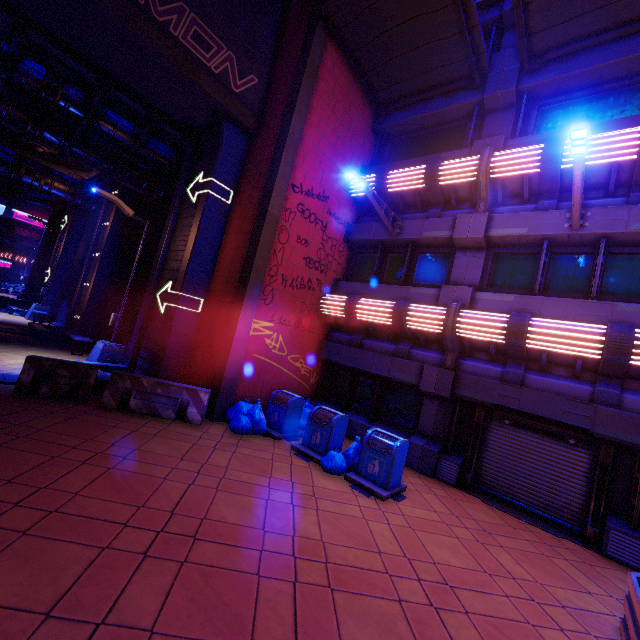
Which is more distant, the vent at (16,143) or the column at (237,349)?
the vent at (16,143)

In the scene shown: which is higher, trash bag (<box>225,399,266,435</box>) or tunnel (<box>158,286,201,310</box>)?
tunnel (<box>158,286,201,310</box>)

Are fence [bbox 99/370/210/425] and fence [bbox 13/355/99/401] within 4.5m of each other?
yes

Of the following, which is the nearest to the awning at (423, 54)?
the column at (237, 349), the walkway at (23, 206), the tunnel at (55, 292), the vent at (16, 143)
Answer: the column at (237, 349)

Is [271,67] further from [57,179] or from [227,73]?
[57,179]

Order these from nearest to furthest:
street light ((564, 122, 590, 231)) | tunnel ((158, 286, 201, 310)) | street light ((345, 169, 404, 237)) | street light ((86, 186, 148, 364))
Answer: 1. street light ((564, 122, 590, 231))
2. street light ((345, 169, 404, 237))
3. tunnel ((158, 286, 201, 310))
4. street light ((86, 186, 148, 364))

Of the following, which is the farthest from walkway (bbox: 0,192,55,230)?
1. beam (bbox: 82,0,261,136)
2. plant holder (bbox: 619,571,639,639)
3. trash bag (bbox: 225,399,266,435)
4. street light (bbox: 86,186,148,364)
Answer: plant holder (bbox: 619,571,639,639)

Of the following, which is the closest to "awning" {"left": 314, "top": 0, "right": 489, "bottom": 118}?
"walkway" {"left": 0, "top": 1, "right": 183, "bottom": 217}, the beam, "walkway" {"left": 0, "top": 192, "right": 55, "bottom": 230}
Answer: the beam
